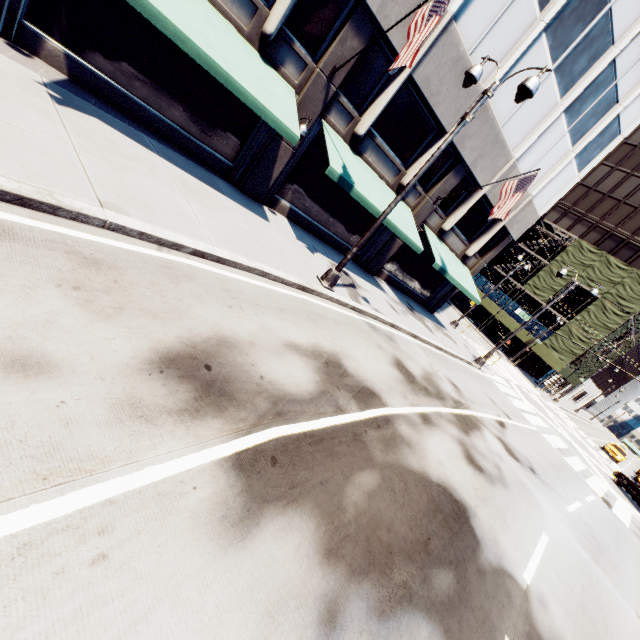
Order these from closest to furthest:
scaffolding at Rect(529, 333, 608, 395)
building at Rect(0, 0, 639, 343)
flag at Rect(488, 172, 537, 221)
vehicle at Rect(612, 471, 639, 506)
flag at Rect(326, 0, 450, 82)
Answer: flag at Rect(326, 0, 450, 82) → building at Rect(0, 0, 639, 343) → flag at Rect(488, 172, 537, 221) → vehicle at Rect(612, 471, 639, 506) → scaffolding at Rect(529, 333, 608, 395)

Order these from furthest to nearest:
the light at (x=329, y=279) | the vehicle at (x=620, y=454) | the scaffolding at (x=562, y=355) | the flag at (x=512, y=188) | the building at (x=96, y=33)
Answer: the scaffolding at (x=562, y=355) < the vehicle at (x=620, y=454) < the flag at (x=512, y=188) < the building at (x=96, y=33) < the light at (x=329, y=279)

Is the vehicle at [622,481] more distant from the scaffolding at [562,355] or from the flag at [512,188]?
the flag at [512,188]

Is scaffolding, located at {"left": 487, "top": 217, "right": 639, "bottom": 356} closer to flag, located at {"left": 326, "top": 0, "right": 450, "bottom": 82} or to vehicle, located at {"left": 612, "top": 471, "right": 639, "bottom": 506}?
vehicle, located at {"left": 612, "top": 471, "right": 639, "bottom": 506}

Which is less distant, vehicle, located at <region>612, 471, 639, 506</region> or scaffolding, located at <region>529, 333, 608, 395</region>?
vehicle, located at <region>612, 471, 639, 506</region>

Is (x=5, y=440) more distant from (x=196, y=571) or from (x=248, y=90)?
(x=248, y=90)

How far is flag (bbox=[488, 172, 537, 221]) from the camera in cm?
1341

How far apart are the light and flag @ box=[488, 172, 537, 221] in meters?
6.3
